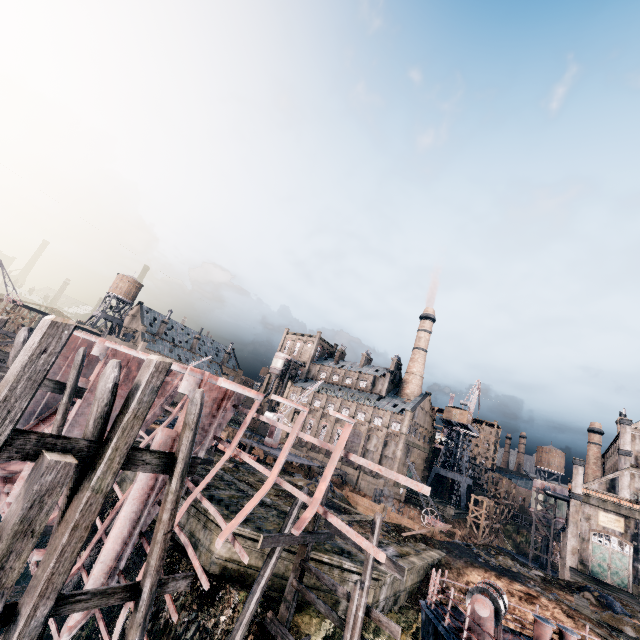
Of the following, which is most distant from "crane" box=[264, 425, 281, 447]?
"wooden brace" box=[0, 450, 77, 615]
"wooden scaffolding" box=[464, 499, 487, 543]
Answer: "wooden brace" box=[0, 450, 77, 615]

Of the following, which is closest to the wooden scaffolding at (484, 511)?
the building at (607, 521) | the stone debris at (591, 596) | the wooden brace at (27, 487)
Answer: the building at (607, 521)

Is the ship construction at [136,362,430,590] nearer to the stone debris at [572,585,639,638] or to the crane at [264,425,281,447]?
the crane at [264,425,281,447]

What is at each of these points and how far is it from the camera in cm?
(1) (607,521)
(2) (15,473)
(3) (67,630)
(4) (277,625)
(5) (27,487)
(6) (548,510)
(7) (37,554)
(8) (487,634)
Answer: (1) building, 4134
(2) ship construction, 1836
(3) ship construction, 980
(4) wooden scaffolding, 1112
(5) wooden brace, 536
(6) silo, 5325
(7) ship construction, 1254
(8) ship, 869

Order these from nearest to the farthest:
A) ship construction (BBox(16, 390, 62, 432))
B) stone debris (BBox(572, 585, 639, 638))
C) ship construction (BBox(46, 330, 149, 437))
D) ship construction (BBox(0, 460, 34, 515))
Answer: ship construction (BBox(0, 460, 34, 515)), ship construction (BBox(46, 330, 149, 437)), stone debris (BBox(572, 585, 639, 638)), ship construction (BBox(16, 390, 62, 432))

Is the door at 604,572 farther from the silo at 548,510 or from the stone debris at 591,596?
the stone debris at 591,596

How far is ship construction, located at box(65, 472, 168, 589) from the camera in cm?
1048
